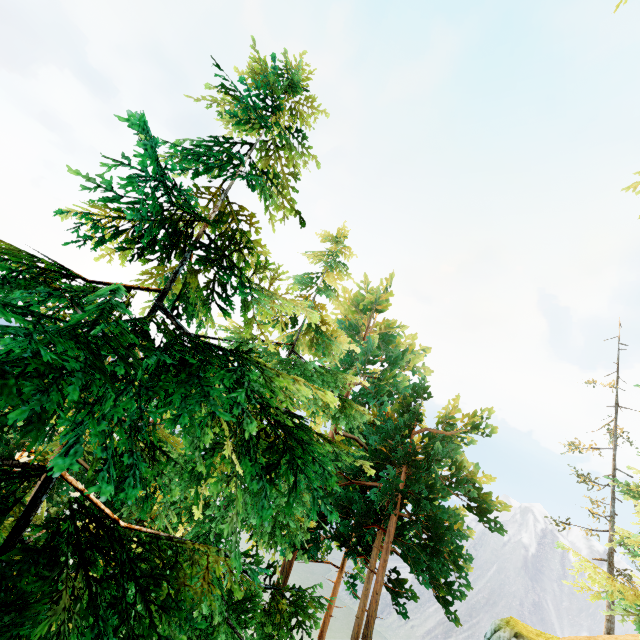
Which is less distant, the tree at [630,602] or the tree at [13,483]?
the tree at [13,483]

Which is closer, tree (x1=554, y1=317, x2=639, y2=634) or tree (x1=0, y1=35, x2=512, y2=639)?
tree (x1=0, y1=35, x2=512, y2=639)

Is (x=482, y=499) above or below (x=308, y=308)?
below
